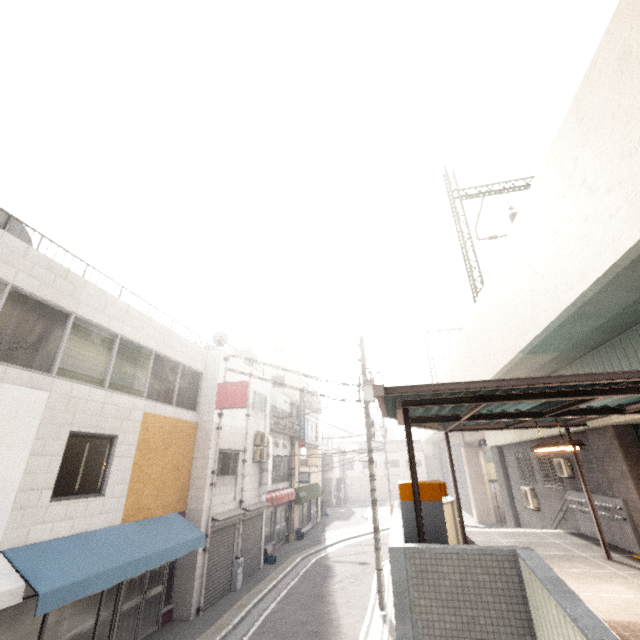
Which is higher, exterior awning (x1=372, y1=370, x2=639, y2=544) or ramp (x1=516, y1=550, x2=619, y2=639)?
exterior awning (x1=372, y1=370, x2=639, y2=544)

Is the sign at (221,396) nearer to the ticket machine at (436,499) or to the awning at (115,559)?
the awning at (115,559)

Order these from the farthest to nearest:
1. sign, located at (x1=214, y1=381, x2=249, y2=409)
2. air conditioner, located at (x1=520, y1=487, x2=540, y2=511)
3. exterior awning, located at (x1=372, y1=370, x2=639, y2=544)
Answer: air conditioner, located at (x1=520, y1=487, x2=540, y2=511)
sign, located at (x1=214, y1=381, x2=249, y2=409)
exterior awning, located at (x1=372, y1=370, x2=639, y2=544)

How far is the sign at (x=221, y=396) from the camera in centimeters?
1259cm

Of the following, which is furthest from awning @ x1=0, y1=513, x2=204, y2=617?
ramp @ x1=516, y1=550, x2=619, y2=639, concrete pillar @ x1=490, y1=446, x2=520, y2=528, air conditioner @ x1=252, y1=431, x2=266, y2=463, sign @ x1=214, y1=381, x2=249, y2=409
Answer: concrete pillar @ x1=490, y1=446, x2=520, y2=528

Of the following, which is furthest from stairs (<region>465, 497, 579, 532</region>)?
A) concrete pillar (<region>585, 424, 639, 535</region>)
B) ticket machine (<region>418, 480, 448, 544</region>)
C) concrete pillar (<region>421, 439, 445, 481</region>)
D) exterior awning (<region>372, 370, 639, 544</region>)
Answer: concrete pillar (<region>421, 439, 445, 481</region>)

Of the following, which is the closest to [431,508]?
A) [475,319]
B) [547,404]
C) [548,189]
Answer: [547,404]

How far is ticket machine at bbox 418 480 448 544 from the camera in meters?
4.7 m
